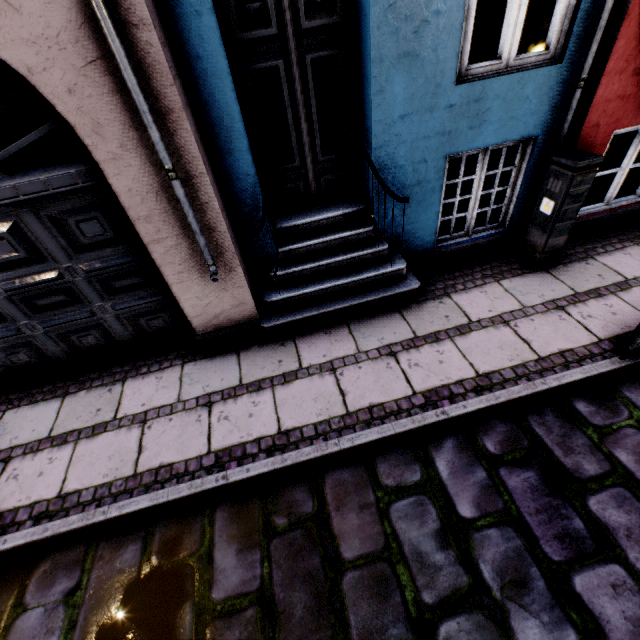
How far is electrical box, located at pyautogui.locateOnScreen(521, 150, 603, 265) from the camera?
3.37m

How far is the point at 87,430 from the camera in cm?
327

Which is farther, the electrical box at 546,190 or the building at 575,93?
the electrical box at 546,190

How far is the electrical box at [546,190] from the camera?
3.4 meters

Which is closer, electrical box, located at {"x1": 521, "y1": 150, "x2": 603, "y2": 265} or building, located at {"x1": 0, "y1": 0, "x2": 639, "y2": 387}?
building, located at {"x1": 0, "y1": 0, "x2": 639, "y2": 387}
